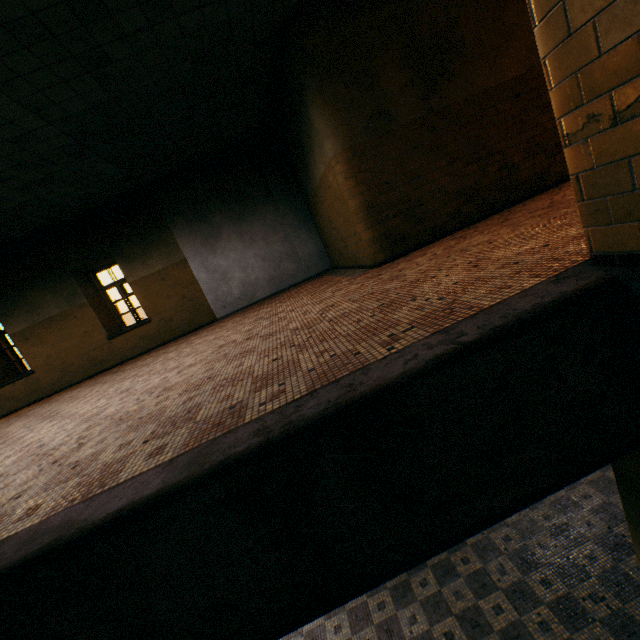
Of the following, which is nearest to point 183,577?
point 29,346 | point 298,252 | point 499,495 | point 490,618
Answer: point 499,495
